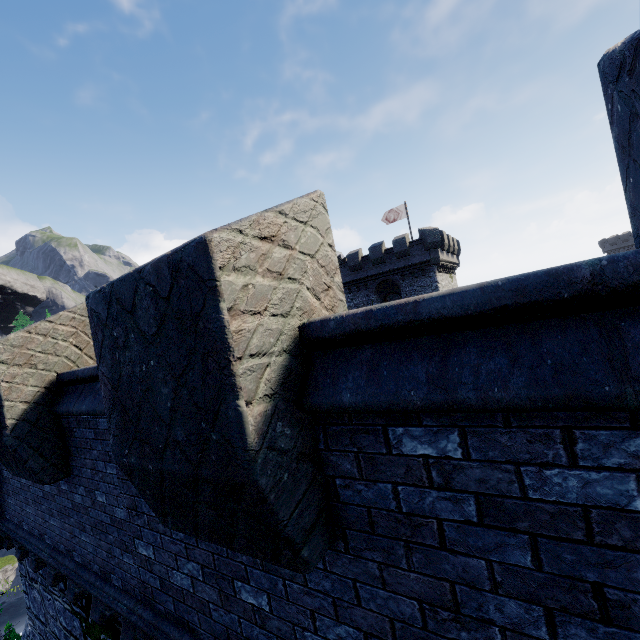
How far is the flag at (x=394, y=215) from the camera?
32.3 meters

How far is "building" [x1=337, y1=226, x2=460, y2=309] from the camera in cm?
2962

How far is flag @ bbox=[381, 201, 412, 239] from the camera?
32.28m

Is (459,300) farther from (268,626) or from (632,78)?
(268,626)

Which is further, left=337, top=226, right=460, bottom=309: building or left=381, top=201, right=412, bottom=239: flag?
left=381, top=201, right=412, bottom=239: flag

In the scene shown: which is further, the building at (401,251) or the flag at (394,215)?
the flag at (394,215)

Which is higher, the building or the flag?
the flag
